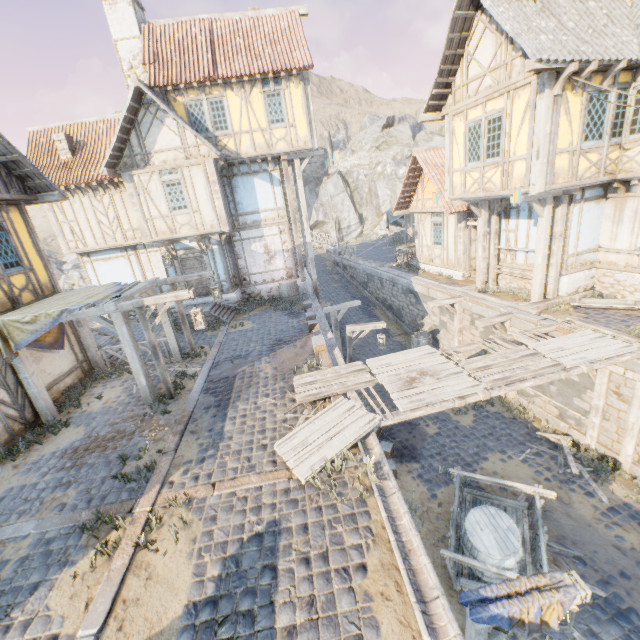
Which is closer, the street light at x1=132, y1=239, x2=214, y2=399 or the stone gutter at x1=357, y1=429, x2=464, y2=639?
the stone gutter at x1=357, y1=429, x2=464, y2=639

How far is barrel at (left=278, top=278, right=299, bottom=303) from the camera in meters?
16.0

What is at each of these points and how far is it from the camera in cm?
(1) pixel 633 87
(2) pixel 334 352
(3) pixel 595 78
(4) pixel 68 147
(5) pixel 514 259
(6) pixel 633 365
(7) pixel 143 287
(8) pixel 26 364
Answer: (1) building, 914
(2) stone gutter, 1042
(3) building, 879
(4) chimney, 1508
(5) building, 1306
(6) stone blocks, 788
(7) awning, 959
(8) awning, 830

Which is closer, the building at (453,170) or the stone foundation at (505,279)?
the building at (453,170)

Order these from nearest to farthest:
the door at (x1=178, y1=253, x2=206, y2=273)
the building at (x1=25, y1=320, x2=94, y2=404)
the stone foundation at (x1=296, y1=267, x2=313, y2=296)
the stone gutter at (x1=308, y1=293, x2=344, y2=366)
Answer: the building at (x1=25, y1=320, x2=94, y2=404) → the stone gutter at (x1=308, y1=293, x2=344, y2=366) → the door at (x1=178, y1=253, x2=206, y2=273) → the stone foundation at (x1=296, y1=267, x2=313, y2=296)

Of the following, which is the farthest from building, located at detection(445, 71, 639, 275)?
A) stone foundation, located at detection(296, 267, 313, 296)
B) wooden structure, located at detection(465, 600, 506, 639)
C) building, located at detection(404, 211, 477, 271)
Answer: wooden structure, located at detection(465, 600, 506, 639)

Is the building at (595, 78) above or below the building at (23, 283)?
above

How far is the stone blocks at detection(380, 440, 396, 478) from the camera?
9.38m
